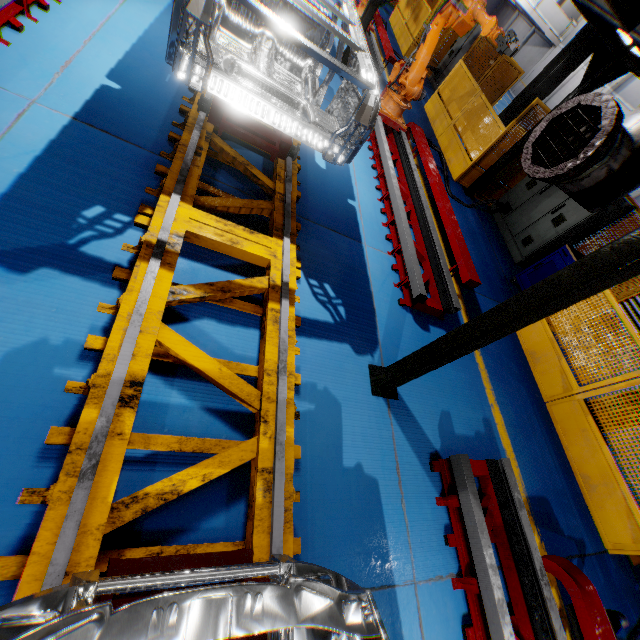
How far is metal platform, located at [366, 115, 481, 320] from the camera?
4.6 meters

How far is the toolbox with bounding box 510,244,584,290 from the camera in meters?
6.2

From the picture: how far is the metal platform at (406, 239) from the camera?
4.65m

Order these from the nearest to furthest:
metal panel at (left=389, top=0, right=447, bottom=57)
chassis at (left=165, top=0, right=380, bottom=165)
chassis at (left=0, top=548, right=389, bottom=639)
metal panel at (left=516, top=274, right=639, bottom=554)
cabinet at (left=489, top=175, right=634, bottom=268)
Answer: chassis at (left=0, top=548, right=389, bottom=639), chassis at (left=165, top=0, right=380, bottom=165), metal panel at (left=516, top=274, right=639, bottom=554), cabinet at (left=489, top=175, right=634, bottom=268), metal panel at (left=389, top=0, right=447, bottom=57)

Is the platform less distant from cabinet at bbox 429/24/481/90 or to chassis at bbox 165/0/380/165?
chassis at bbox 165/0/380/165

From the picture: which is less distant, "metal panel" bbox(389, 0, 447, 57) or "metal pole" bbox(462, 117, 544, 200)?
"metal pole" bbox(462, 117, 544, 200)

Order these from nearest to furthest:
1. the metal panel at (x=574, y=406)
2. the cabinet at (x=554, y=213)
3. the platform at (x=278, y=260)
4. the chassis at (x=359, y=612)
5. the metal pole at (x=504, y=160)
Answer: the chassis at (x=359, y=612)
the platform at (x=278, y=260)
the metal panel at (x=574, y=406)
the cabinet at (x=554, y=213)
the metal pole at (x=504, y=160)

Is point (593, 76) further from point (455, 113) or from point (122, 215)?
point (122, 215)
